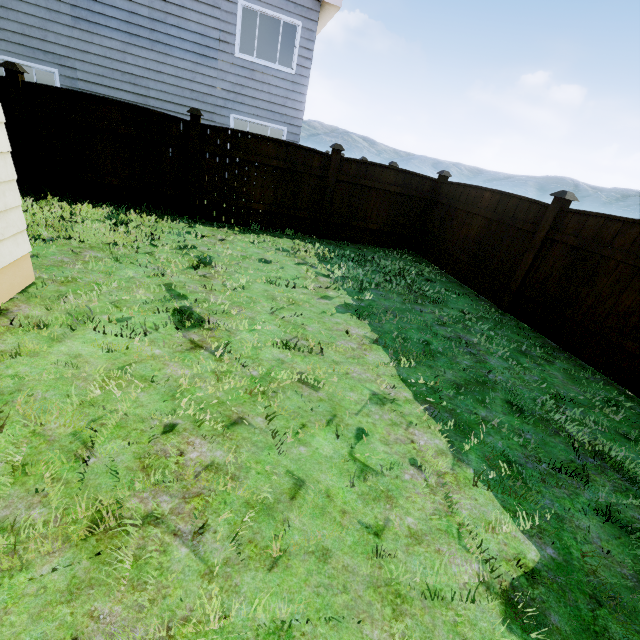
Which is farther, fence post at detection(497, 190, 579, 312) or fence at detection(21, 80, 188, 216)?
fence at detection(21, 80, 188, 216)

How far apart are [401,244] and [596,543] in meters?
8.0 m

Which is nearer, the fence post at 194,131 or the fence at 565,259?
the fence at 565,259

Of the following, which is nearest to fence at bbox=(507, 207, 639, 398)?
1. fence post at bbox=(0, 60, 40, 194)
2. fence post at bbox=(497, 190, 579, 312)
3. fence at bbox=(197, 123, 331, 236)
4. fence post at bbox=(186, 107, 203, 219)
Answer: fence post at bbox=(497, 190, 579, 312)

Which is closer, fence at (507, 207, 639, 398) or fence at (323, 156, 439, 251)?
fence at (507, 207, 639, 398)

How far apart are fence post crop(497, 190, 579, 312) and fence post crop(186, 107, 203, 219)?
6.8 meters

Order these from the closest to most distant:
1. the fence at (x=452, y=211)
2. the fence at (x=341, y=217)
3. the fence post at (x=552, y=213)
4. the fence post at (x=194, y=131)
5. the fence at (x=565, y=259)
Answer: the fence at (x=565, y=259) → the fence post at (x=552, y=213) → the fence at (x=452, y=211) → the fence post at (x=194, y=131) → the fence at (x=341, y=217)

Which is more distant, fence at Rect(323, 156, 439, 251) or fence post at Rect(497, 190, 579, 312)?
fence at Rect(323, 156, 439, 251)
